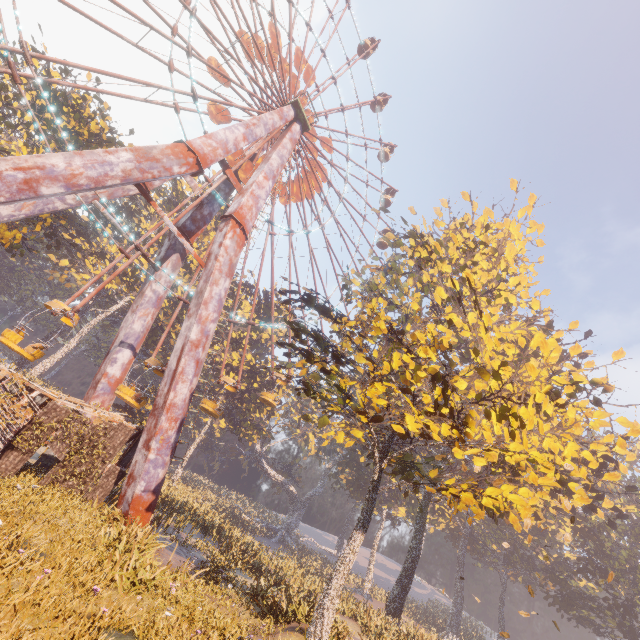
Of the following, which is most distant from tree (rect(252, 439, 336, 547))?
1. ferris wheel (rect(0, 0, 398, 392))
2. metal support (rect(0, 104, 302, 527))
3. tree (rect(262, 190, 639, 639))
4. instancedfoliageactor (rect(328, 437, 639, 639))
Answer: instancedfoliageactor (rect(328, 437, 639, 639))

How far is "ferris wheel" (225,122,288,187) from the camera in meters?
22.7

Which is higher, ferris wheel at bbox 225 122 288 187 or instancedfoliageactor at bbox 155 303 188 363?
ferris wheel at bbox 225 122 288 187

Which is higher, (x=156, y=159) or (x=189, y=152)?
(x=189, y=152)

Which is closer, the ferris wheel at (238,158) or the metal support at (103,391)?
the metal support at (103,391)

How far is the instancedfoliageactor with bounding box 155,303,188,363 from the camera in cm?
4104

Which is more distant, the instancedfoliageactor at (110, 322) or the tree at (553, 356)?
the instancedfoliageactor at (110, 322)
